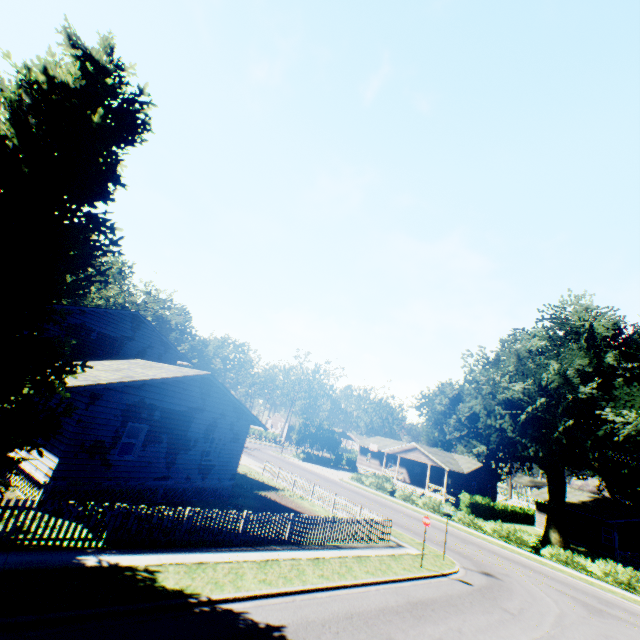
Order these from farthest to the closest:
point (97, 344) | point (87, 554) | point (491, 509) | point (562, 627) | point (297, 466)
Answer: point (297, 466) < point (491, 509) < point (97, 344) < point (562, 627) < point (87, 554)

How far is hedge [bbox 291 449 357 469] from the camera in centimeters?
5170cm

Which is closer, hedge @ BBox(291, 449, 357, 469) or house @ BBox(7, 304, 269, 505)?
house @ BBox(7, 304, 269, 505)

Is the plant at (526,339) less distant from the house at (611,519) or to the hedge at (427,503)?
the hedge at (427,503)

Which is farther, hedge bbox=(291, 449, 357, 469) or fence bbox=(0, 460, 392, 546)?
hedge bbox=(291, 449, 357, 469)

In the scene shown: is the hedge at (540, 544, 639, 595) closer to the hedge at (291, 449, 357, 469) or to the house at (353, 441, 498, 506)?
the hedge at (291, 449, 357, 469)

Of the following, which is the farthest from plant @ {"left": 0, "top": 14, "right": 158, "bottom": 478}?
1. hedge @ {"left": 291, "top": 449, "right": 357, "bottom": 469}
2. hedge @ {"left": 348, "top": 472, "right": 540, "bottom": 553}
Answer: hedge @ {"left": 291, "top": 449, "right": 357, "bottom": 469}
